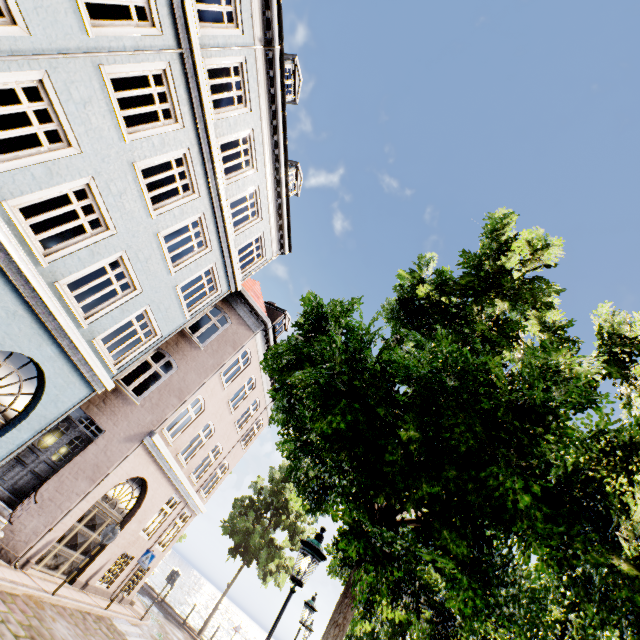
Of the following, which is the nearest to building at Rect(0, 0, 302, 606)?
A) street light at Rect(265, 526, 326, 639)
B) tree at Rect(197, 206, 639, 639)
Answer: tree at Rect(197, 206, 639, 639)

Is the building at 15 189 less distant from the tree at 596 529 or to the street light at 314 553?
the tree at 596 529

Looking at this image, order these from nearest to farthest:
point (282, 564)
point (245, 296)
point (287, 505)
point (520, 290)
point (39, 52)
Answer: point (520, 290) → point (39, 52) → point (245, 296) → point (282, 564) → point (287, 505)

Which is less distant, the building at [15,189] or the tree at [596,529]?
the tree at [596,529]

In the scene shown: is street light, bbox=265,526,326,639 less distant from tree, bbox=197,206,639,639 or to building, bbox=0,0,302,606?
tree, bbox=197,206,639,639
